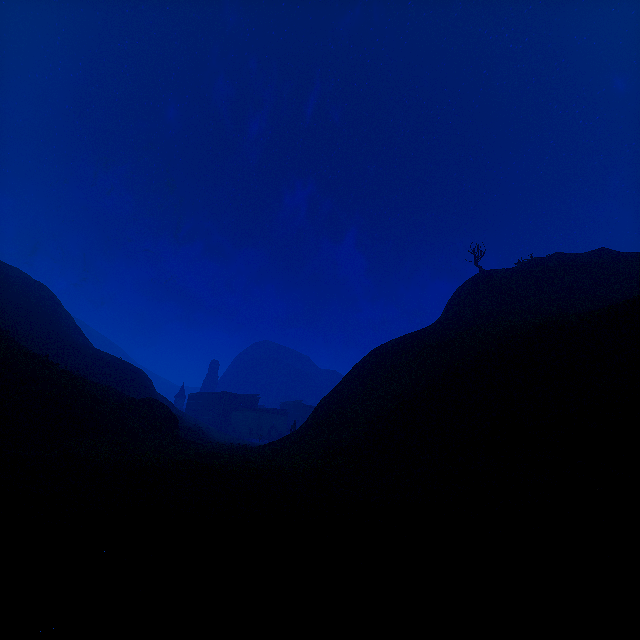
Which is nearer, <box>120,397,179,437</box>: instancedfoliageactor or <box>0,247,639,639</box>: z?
<box>0,247,639,639</box>: z

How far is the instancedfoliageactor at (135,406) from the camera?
23.7 meters

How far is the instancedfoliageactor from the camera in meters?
23.7 m

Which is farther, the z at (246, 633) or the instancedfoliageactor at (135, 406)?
the instancedfoliageactor at (135, 406)

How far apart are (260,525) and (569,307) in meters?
27.3 m
